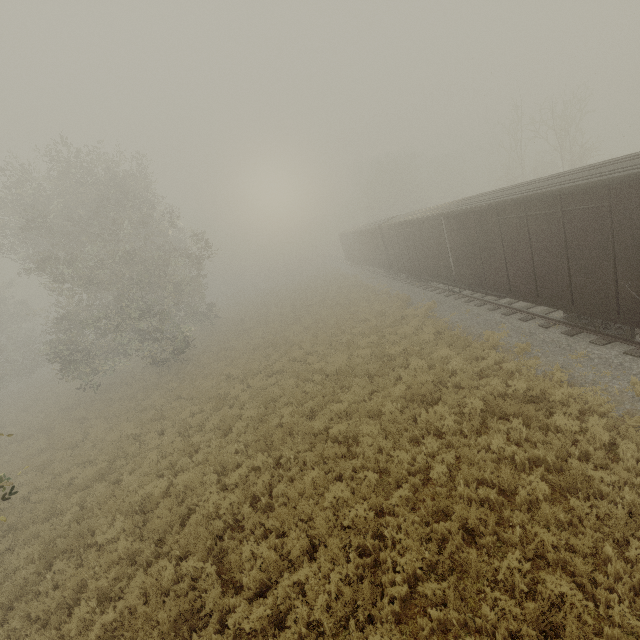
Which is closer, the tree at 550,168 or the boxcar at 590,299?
the boxcar at 590,299

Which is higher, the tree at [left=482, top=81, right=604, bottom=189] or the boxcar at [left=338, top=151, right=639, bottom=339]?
the tree at [left=482, top=81, right=604, bottom=189]

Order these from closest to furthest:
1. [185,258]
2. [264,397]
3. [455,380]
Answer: [455,380] → [264,397] → [185,258]

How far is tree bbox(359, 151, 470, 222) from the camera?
47.6 meters

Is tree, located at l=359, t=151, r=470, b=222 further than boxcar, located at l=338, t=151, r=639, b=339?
Yes

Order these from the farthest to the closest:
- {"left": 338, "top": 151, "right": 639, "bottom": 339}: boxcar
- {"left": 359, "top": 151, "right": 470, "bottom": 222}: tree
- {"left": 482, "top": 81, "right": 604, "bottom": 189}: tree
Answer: {"left": 359, "top": 151, "right": 470, "bottom": 222}: tree < {"left": 482, "top": 81, "right": 604, "bottom": 189}: tree < {"left": 338, "top": 151, "right": 639, "bottom": 339}: boxcar

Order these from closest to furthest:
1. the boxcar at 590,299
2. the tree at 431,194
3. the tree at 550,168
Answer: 1. the boxcar at 590,299
2. the tree at 550,168
3. the tree at 431,194
